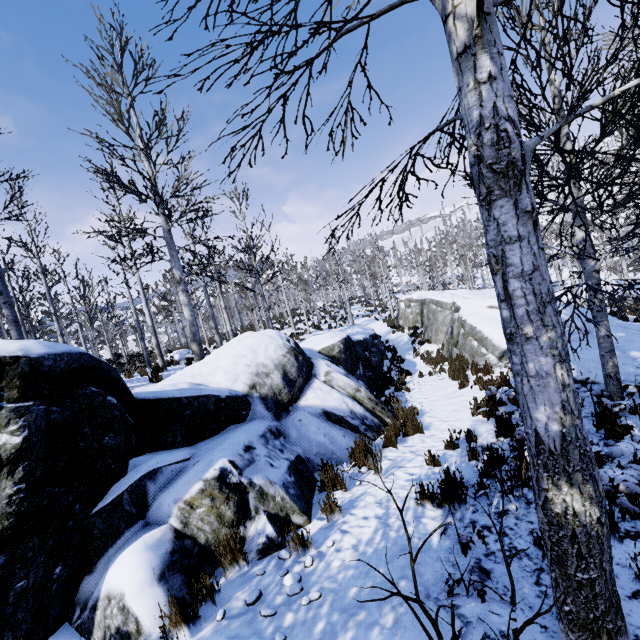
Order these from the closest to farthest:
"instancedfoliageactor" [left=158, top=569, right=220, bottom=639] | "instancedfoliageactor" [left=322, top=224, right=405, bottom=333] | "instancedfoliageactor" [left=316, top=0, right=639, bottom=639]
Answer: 1. "instancedfoliageactor" [left=316, top=0, right=639, bottom=639]
2. "instancedfoliageactor" [left=158, top=569, right=220, bottom=639]
3. "instancedfoliageactor" [left=322, top=224, right=405, bottom=333]

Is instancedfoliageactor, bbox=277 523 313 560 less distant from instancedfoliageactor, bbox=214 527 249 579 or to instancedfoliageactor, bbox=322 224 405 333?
instancedfoliageactor, bbox=214 527 249 579

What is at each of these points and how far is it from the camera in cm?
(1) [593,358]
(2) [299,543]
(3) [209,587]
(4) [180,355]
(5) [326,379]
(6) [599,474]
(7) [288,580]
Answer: (1) rock, 789
(2) instancedfoliageactor, 360
(3) instancedfoliageactor, 306
(4) rock, 2025
(5) rock, 783
(6) instancedfoliageactor, 201
(7) instancedfoliageactor, 315

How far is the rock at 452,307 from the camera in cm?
1022

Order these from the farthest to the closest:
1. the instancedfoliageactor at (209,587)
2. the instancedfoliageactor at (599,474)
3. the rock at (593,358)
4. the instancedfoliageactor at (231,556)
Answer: the rock at (593,358), the instancedfoliageactor at (231,556), the instancedfoliageactor at (209,587), the instancedfoliageactor at (599,474)

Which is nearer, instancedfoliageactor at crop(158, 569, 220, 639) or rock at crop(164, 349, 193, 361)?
instancedfoliageactor at crop(158, 569, 220, 639)

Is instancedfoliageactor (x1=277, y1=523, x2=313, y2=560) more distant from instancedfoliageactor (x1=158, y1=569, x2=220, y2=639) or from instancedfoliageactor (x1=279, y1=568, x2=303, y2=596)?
instancedfoliageactor (x1=158, y1=569, x2=220, y2=639)

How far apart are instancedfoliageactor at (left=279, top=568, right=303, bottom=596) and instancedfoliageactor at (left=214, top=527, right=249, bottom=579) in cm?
48
